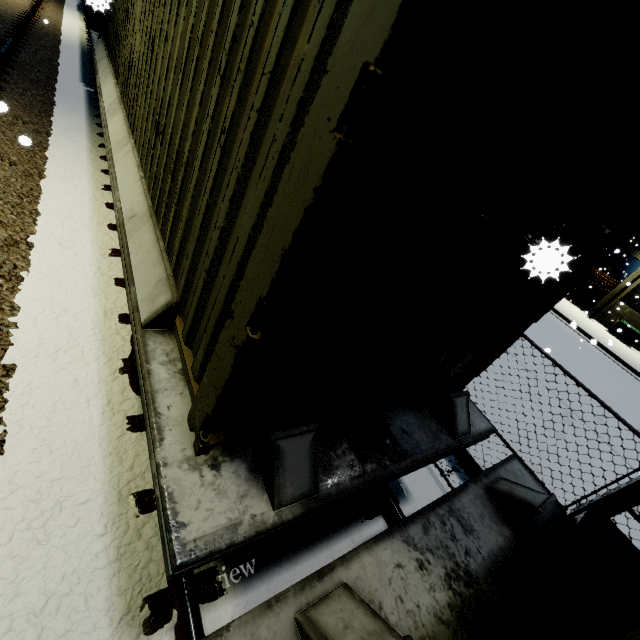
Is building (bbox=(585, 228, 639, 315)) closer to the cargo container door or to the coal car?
the coal car

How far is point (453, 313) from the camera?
1.9 meters

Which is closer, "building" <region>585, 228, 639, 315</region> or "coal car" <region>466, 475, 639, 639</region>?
"coal car" <region>466, 475, 639, 639</region>

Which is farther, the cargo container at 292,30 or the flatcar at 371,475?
the flatcar at 371,475

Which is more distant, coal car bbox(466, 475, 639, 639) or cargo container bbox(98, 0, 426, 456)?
A: coal car bbox(466, 475, 639, 639)

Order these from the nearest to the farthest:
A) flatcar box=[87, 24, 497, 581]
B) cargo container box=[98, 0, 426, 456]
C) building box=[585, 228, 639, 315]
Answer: cargo container box=[98, 0, 426, 456], flatcar box=[87, 24, 497, 581], building box=[585, 228, 639, 315]

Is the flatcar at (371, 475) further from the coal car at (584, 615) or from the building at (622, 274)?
the building at (622, 274)

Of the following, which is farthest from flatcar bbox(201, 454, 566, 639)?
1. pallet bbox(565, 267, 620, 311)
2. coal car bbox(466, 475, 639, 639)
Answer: pallet bbox(565, 267, 620, 311)
